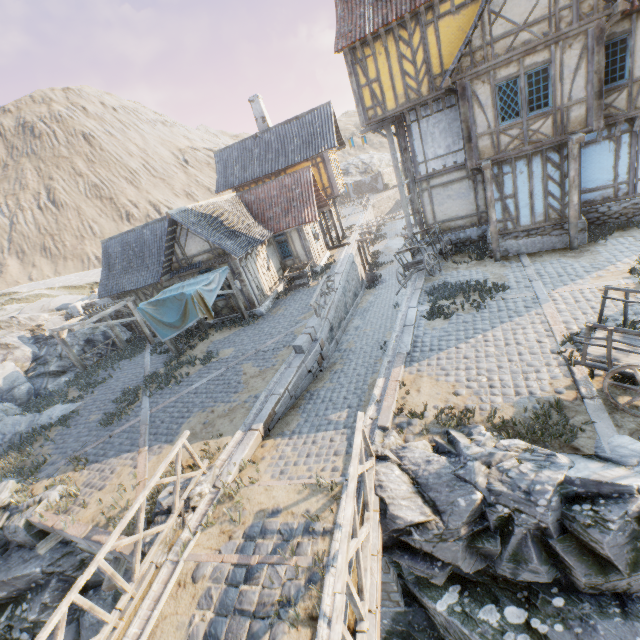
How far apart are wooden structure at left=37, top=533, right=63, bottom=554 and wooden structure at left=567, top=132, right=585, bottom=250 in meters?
18.6 m

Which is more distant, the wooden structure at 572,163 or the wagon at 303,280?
the wagon at 303,280

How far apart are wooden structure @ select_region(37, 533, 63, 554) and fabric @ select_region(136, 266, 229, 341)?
8.0 meters

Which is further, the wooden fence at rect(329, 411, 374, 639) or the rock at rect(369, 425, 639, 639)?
the rock at rect(369, 425, 639, 639)

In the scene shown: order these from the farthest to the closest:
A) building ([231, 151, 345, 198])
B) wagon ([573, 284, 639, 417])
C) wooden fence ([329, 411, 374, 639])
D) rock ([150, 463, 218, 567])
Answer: building ([231, 151, 345, 198]) → rock ([150, 463, 218, 567]) → wagon ([573, 284, 639, 417]) → wooden fence ([329, 411, 374, 639])

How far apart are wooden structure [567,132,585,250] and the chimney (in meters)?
20.22

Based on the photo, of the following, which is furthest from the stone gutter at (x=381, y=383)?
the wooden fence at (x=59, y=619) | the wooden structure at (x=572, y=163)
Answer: the wooden structure at (x=572, y=163)

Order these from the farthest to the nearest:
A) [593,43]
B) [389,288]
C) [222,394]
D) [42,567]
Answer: [389,288], [222,394], [593,43], [42,567]
